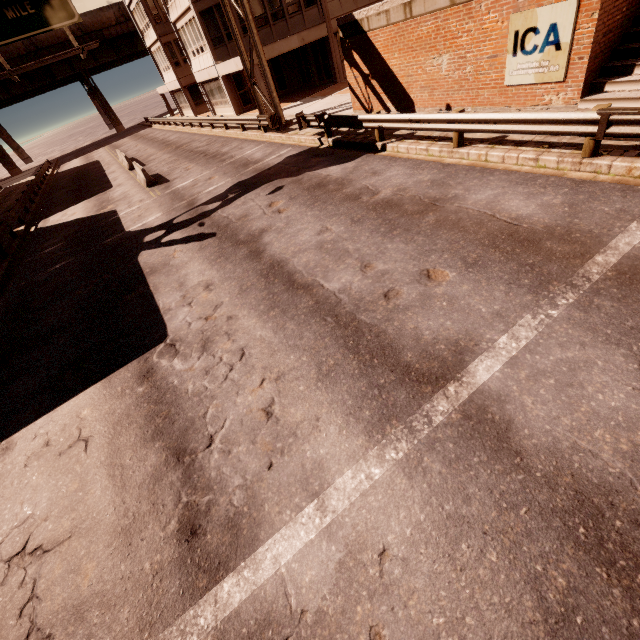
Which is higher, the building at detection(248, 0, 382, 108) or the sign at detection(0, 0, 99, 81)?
the sign at detection(0, 0, 99, 81)

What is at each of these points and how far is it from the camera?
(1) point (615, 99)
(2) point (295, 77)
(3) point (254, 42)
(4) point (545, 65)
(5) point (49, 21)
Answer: (1) bp, 8.51m
(2) building, 30.03m
(3) sign, 16.55m
(4) sign, 9.23m
(5) sign, 12.68m

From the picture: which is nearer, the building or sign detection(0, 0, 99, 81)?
sign detection(0, 0, 99, 81)

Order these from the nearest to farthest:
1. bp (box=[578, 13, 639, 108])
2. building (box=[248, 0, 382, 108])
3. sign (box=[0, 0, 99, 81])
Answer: bp (box=[578, 13, 639, 108]) → sign (box=[0, 0, 99, 81]) → building (box=[248, 0, 382, 108])

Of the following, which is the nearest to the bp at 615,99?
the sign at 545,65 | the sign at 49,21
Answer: the sign at 545,65

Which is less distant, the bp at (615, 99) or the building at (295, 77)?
the bp at (615, 99)

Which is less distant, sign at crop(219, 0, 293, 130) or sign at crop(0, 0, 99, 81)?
sign at crop(0, 0, 99, 81)

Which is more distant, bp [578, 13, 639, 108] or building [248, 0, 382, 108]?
building [248, 0, 382, 108]
